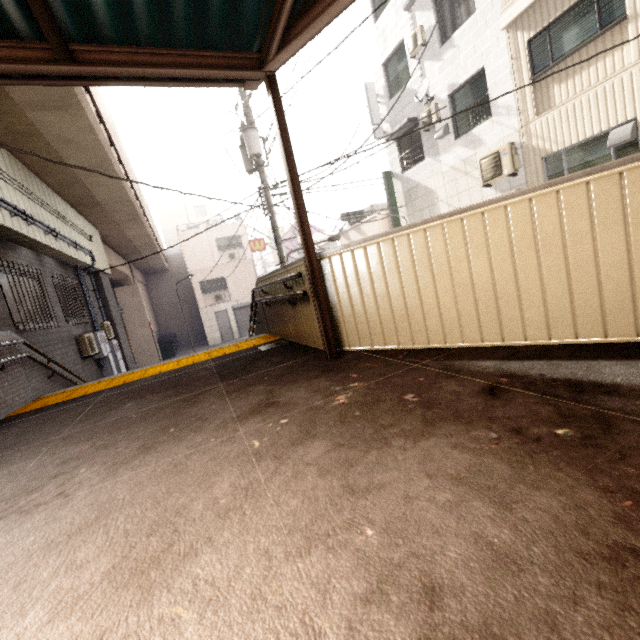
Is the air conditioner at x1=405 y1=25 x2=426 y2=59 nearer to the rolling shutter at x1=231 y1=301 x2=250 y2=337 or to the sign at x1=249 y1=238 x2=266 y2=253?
the sign at x1=249 y1=238 x2=266 y2=253

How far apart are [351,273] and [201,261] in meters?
23.6

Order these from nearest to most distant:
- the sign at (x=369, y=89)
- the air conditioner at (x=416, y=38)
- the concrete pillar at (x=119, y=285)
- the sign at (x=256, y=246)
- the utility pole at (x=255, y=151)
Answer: the utility pole at (x=255, y=151)
the air conditioner at (x=416, y=38)
the concrete pillar at (x=119, y=285)
the sign at (x=369, y=89)
the sign at (x=256, y=246)

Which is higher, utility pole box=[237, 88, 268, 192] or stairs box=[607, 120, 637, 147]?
utility pole box=[237, 88, 268, 192]

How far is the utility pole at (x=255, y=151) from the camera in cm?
867

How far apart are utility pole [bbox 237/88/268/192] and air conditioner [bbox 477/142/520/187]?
6.3m

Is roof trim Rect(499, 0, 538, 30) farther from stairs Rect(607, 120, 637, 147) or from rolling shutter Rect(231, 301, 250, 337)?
rolling shutter Rect(231, 301, 250, 337)

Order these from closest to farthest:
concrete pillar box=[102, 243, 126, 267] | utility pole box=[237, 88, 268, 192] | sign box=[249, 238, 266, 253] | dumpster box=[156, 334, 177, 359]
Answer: utility pole box=[237, 88, 268, 192] → concrete pillar box=[102, 243, 126, 267] → dumpster box=[156, 334, 177, 359] → sign box=[249, 238, 266, 253]
